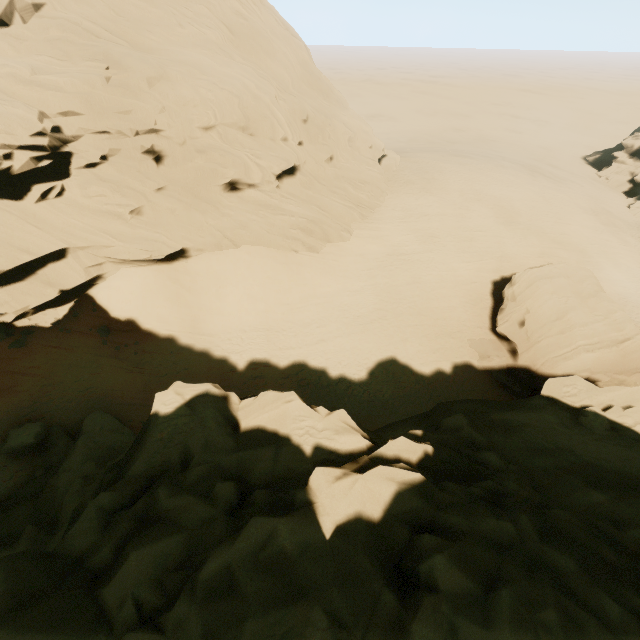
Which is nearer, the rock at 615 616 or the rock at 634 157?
the rock at 615 616

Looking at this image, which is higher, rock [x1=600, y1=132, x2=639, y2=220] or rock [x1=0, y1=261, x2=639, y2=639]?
rock [x1=0, y1=261, x2=639, y2=639]

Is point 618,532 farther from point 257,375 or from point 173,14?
point 173,14

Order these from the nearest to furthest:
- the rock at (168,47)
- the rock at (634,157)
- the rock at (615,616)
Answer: the rock at (615,616) < the rock at (168,47) < the rock at (634,157)

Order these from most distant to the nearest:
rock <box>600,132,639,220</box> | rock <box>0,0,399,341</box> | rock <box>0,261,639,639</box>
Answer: rock <box>600,132,639,220</box>, rock <box>0,0,399,341</box>, rock <box>0,261,639,639</box>

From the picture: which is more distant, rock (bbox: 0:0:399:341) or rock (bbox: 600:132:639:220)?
rock (bbox: 600:132:639:220)
